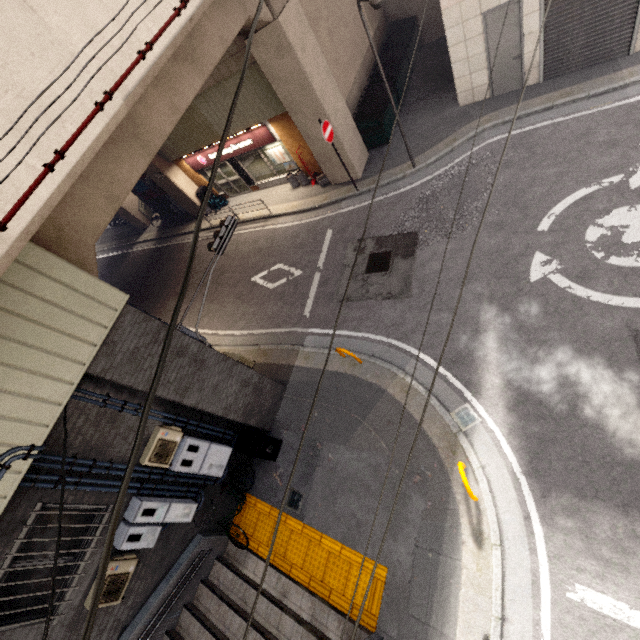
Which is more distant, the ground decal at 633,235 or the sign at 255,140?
the sign at 255,140

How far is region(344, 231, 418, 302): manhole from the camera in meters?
9.5

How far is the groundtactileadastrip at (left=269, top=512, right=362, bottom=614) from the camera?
6.6m

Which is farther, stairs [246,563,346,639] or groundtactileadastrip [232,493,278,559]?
groundtactileadastrip [232,493,278,559]

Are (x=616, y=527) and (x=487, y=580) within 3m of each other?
yes

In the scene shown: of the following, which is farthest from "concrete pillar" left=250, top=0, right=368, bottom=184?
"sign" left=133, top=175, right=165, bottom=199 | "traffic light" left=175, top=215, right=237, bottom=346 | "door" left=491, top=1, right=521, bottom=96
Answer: "door" left=491, top=1, right=521, bottom=96

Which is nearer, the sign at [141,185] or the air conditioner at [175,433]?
the air conditioner at [175,433]

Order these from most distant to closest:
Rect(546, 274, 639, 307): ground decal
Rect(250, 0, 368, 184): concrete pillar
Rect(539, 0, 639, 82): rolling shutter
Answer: Rect(250, 0, 368, 184): concrete pillar < Rect(539, 0, 639, 82): rolling shutter < Rect(546, 274, 639, 307): ground decal
